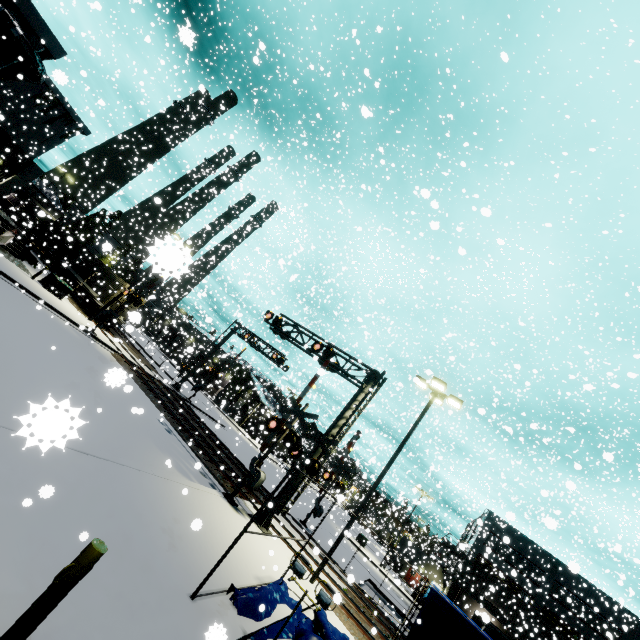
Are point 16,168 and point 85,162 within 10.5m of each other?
no

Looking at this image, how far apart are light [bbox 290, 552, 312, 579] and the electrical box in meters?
25.2

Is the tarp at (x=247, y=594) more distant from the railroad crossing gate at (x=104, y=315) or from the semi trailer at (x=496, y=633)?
the railroad crossing gate at (x=104, y=315)

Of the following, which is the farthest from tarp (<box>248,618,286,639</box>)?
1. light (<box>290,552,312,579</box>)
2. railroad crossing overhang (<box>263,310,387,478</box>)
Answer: railroad crossing overhang (<box>263,310,387,478</box>)

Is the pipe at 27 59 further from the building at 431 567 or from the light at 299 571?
the light at 299 571

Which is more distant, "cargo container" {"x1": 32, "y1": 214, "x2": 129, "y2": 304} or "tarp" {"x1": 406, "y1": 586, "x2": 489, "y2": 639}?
"cargo container" {"x1": 32, "y1": 214, "x2": 129, "y2": 304}

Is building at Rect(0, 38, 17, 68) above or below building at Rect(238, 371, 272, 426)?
above

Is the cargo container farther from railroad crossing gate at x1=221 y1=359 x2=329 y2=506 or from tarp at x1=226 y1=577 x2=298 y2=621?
railroad crossing gate at x1=221 y1=359 x2=329 y2=506
